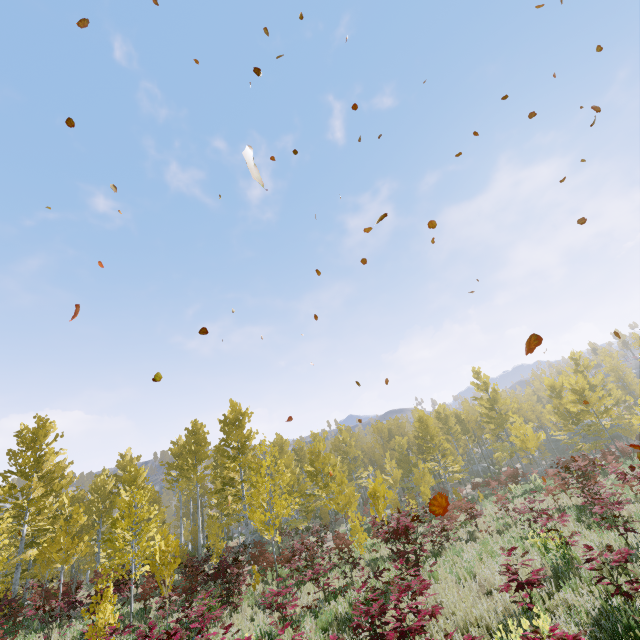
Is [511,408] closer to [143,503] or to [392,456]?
[392,456]
